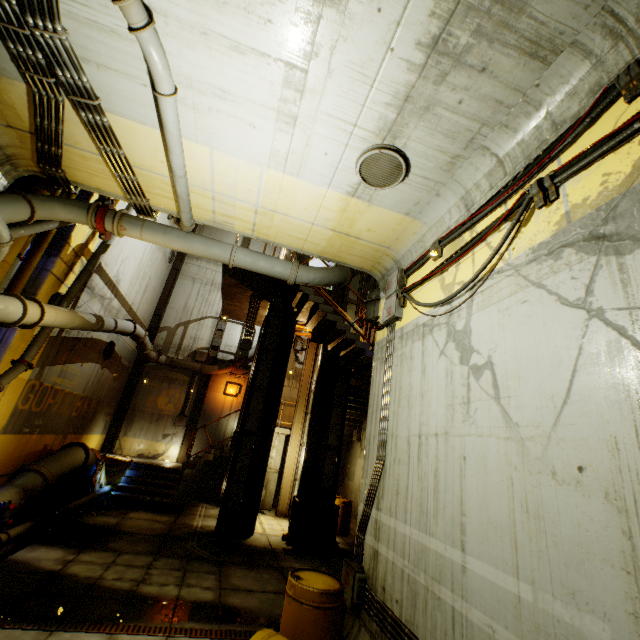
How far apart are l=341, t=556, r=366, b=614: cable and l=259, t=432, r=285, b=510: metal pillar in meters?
10.0 m

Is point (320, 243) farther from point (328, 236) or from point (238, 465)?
point (238, 465)

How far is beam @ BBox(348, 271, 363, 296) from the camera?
14.2 meters

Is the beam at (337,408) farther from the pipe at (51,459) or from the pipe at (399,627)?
the pipe at (399,627)

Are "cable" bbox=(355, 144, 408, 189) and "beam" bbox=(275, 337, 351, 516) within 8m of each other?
no

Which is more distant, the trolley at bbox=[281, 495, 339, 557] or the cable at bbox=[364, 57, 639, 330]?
the trolley at bbox=[281, 495, 339, 557]

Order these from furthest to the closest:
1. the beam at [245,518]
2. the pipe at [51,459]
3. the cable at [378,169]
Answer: the beam at [245,518], the pipe at [51,459], the cable at [378,169]

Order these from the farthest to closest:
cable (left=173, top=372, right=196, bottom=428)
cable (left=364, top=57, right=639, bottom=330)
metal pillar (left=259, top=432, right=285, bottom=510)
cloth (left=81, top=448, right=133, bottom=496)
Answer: cable (left=173, top=372, right=196, bottom=428) < metal pillar (left=259, top=432, right=285, bottom=510) < cloth (left=81, top=448, right=133, bottom=496) < cable (left=364, top=57, right=639, bottom=330)
